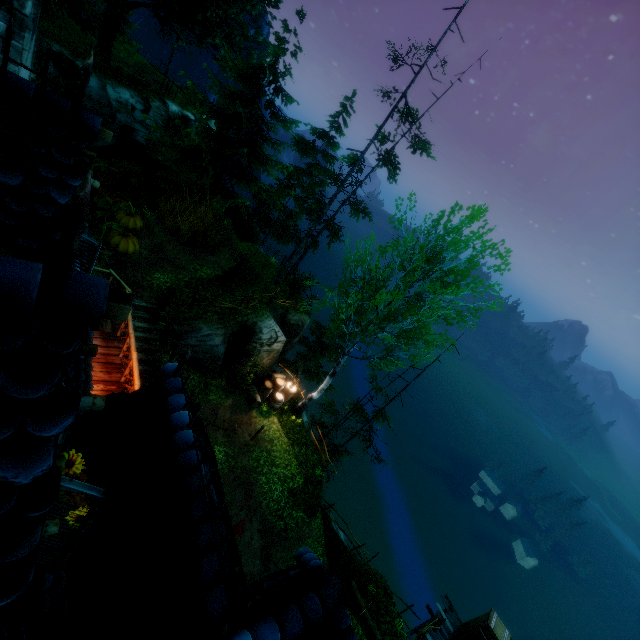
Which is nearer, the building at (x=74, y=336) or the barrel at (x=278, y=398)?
the building at (x=74, y=336)

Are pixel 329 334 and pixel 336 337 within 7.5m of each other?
yes

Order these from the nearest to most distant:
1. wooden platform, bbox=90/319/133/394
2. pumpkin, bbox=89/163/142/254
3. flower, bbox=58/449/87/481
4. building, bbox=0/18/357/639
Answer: building, bbox=0/18/357/639, flower, bbox=58/449/87/481, wooden platform, bbox=90/319/133/394, pumpkin, bbox=89/163/142/254

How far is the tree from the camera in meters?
12.0 m

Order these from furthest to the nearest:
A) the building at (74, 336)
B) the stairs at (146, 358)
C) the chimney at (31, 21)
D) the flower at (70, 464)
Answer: the stairs at (146, 358)
the chimney at (31, 21)
the flower at (70, 464)
the building at (74, 336)

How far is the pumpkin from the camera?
12.80m

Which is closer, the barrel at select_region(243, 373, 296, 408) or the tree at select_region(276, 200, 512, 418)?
the tree at select_region(276, 200, 512, 418)

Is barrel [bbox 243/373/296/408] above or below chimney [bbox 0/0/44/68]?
below
